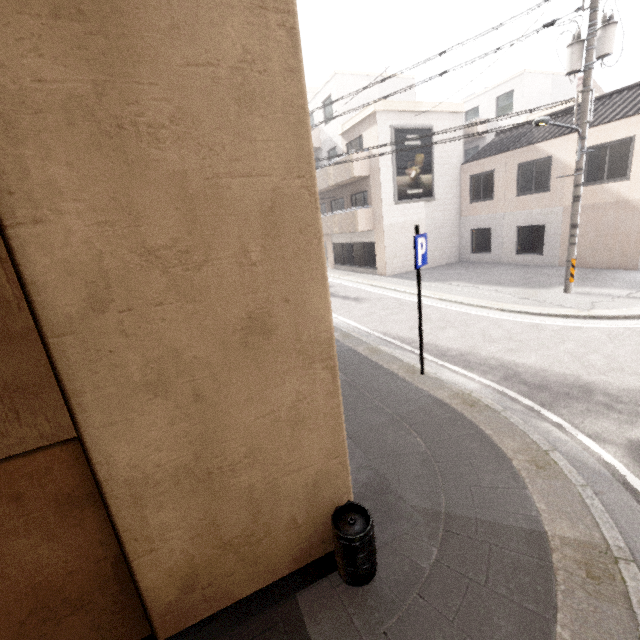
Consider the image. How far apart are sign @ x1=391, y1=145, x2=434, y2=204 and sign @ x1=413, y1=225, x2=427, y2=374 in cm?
1313

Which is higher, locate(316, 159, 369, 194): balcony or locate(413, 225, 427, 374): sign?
locate(316, 159, 369, 194): balcony

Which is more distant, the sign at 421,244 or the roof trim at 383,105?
the roof trim at 383,105

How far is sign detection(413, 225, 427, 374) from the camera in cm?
579

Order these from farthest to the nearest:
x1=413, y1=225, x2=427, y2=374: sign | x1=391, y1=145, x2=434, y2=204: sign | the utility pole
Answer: x1=391, y1=145, x2=434, y2=204: sign, the utility pole, x1=413, y1=225, x2=427, y2=374: sign

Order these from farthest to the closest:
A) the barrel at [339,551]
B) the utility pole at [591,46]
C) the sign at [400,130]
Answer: the sign at [400,130], the utility pole at [591,46], the barrel at [339,551]

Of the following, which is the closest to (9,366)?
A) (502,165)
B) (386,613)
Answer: (386,613)

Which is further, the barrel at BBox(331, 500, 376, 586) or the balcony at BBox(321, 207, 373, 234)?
the balcony at BBox(321, 207, 373, 234)
